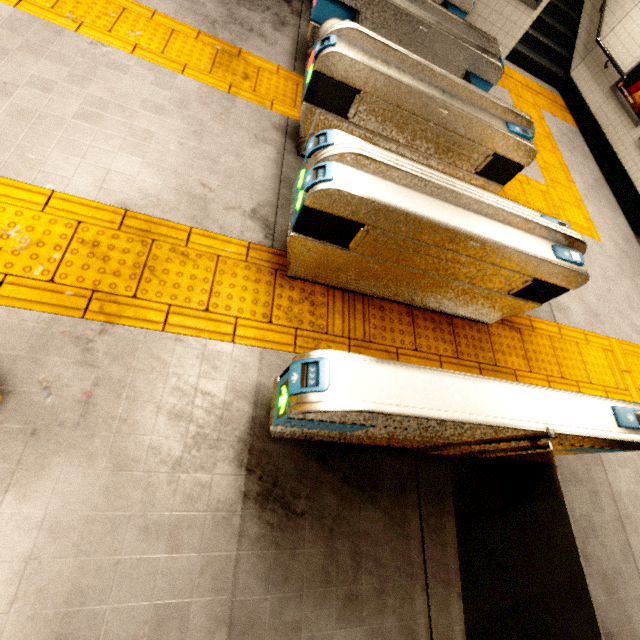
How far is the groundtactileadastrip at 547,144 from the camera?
4.87m

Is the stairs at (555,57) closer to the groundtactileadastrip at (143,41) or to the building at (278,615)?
the groundtactileadastrip at (143,41)

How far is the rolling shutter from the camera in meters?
1.5

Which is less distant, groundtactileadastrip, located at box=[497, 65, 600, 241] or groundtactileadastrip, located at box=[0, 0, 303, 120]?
groundtactileadastrip, located at box=[0, 0, 303, 120]

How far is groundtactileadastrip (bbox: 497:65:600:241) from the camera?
4.9 meters

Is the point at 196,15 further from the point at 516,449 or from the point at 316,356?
the point at 516,449

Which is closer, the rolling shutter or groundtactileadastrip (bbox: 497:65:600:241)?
the rolling shutter

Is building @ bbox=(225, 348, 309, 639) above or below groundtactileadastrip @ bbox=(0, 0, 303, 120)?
below
